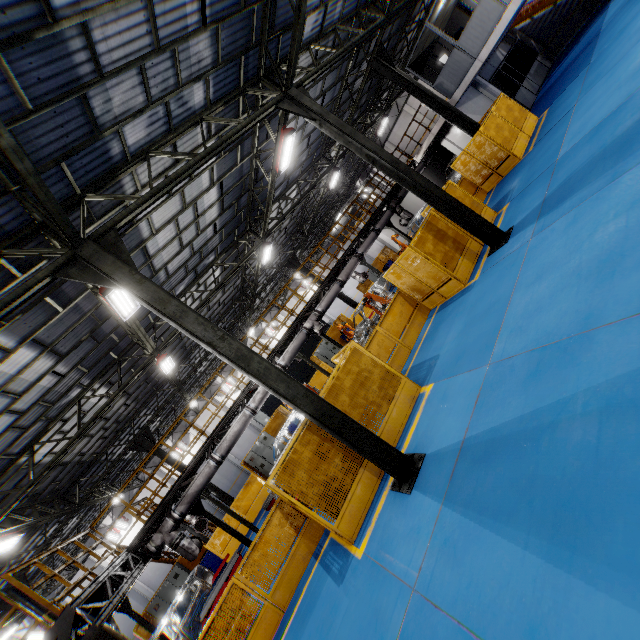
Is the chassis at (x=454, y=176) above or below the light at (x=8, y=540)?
below

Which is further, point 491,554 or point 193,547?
point 193,547

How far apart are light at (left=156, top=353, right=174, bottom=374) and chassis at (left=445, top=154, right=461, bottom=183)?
22.72m

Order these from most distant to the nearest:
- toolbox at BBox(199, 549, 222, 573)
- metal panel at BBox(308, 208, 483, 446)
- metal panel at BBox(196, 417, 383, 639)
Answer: toolbox at BBox(199, 549, 222, 573) → metal panel at BBox(308, 208, 483, 446) → metal panel at BBox(196, 417, 383, 639)

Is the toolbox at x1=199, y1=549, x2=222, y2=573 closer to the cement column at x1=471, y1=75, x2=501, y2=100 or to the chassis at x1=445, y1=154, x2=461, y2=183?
the chassis at x1=445, y1=154, x2=461, y2=183

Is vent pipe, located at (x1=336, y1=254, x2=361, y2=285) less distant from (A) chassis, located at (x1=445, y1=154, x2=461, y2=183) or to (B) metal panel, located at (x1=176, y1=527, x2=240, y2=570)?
(A) chassis, located at (x1=445, y1=154, x2=461, y2=183)

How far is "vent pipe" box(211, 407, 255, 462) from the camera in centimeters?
1119cm

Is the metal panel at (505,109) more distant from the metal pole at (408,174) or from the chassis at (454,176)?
the chassis at (454,176)
